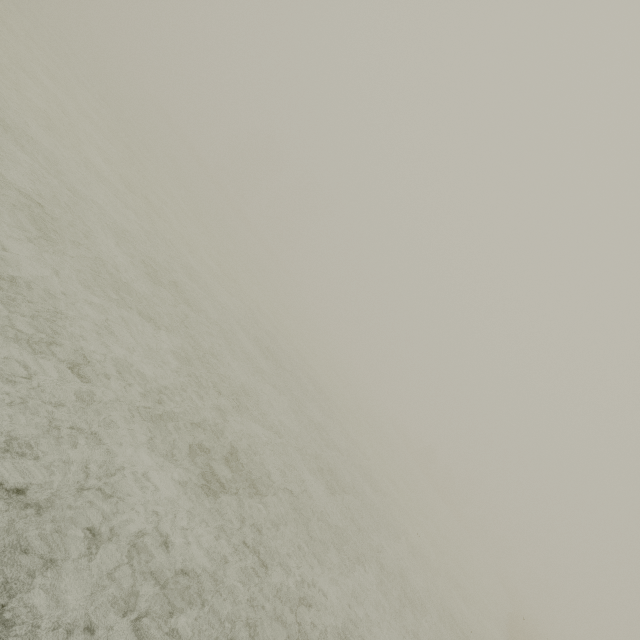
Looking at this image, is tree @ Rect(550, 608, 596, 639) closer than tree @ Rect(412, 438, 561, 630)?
No

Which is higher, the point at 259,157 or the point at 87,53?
the point at 259,157

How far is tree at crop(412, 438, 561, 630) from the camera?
44.8 meters

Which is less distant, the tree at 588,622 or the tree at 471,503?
the tree at 471,503

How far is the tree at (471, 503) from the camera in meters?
44.8 m
